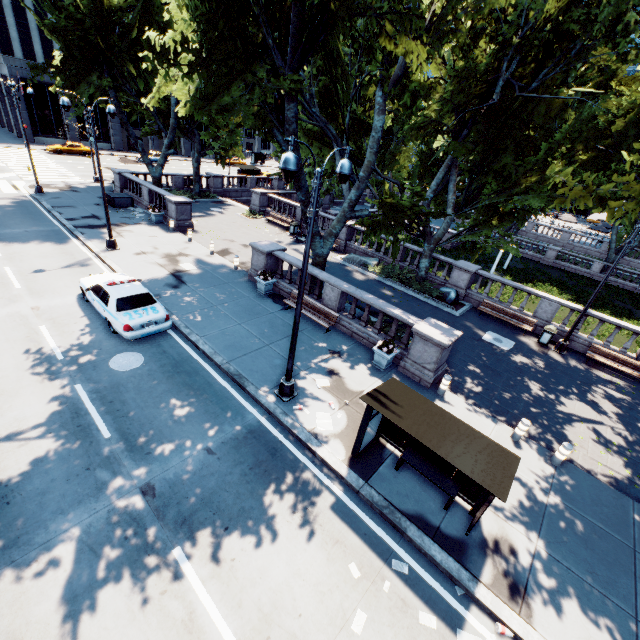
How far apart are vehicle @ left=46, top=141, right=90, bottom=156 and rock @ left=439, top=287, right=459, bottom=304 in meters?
50.7

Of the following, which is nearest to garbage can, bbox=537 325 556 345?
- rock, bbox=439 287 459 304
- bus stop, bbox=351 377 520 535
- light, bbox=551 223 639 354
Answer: light, bbox=551 223 639 354

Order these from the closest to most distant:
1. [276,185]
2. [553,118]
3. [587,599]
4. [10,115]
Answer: [587,599]
[553,118]
[276,185]
[10,115]

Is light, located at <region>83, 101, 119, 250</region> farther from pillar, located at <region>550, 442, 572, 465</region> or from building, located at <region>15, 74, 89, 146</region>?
pillar, located at <region>550, 442, 572, 465</region>

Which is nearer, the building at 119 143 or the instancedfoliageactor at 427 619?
the instancedfoliageactor at 427 619

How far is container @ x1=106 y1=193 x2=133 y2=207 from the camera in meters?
25.4 m

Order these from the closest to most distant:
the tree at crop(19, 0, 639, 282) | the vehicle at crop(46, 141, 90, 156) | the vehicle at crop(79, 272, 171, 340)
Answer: the tree at crop(19, 0, 639, 282) → the vehicle at crop(79, 272, 171, 340) → the vehicle at crop(46, 141, 90, 156)

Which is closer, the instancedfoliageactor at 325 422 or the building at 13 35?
the instancedfoliageactor at 325 422
